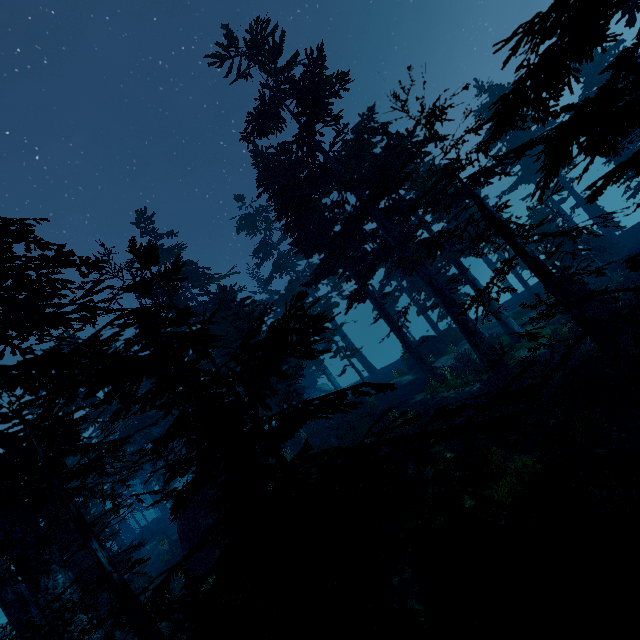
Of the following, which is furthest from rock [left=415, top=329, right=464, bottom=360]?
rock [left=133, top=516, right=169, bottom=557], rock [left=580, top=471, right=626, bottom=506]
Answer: rock [left=133, top=516, right=169, bottom=557]

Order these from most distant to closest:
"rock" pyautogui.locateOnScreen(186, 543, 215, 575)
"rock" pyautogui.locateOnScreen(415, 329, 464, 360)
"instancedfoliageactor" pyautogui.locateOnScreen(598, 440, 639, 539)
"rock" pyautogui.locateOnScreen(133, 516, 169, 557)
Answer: "rock" pyautogui.locateOnScreen(133, 516, 169, 557) → "rock" pyautogui.locateOnScreen(415, 329, 464, 360) → "rock" pyautogui.locateOnScreen(186, 543, 215, 575) → "instancedfoliageactor" pyautogui.locateOnScreen(598, 440, 639, 539)

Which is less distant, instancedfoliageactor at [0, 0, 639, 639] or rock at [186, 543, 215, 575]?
instancedfoliageactor at [0, 0, 639, 639]

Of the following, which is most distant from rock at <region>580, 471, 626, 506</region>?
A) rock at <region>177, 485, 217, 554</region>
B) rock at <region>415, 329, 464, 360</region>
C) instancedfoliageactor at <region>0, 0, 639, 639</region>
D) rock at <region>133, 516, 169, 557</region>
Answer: rock at <region>133, 516, 169, 557</region>

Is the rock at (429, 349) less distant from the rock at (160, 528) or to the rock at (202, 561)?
the rock at (202, 561)

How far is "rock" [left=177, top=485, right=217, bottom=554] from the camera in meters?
18.6 m

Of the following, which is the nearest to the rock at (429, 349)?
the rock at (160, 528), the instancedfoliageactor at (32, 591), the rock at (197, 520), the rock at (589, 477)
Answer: the instancedfoliageactor at (32, 591)

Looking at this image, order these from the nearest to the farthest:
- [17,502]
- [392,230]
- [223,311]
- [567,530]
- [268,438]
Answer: [268,438] < [17,502] < [567,530] < [392,230] < [223,311]
